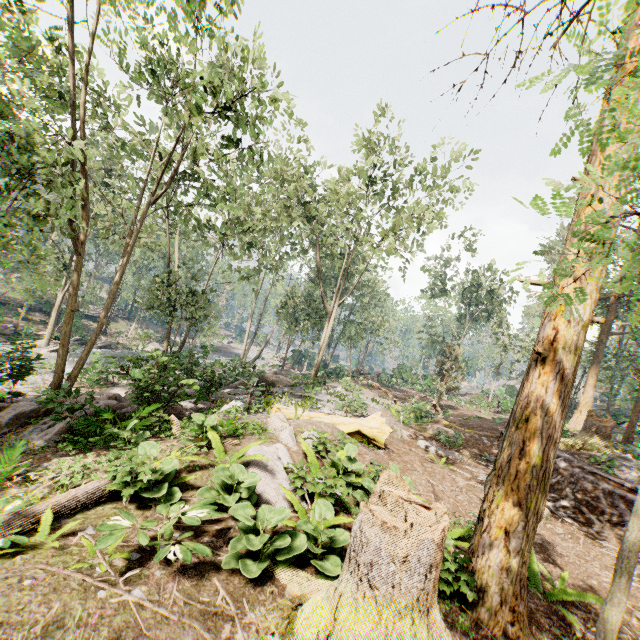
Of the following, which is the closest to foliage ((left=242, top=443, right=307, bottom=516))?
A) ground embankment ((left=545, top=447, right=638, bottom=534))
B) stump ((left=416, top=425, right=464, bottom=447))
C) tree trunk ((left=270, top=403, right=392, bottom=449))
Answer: ground embankment ((left=545, top=447, right=638, bottom=534))

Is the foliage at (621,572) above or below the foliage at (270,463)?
above

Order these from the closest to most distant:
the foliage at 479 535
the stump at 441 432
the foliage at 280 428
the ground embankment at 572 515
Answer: the foliage at 479 535
the foliage at 280 428
the ground embankment at 572 515
the stump at 441 432

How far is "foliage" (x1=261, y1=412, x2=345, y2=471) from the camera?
7.9m

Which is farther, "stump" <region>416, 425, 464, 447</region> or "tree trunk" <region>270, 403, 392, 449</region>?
"stump" <region>416, 425, 464, 447</region>

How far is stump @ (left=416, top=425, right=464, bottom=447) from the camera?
14.45m

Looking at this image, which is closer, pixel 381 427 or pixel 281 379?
pixel 381 427

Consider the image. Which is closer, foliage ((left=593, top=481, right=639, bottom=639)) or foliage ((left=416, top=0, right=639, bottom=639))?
foliage ((left=416, top=0, right=639, bottom=639))
